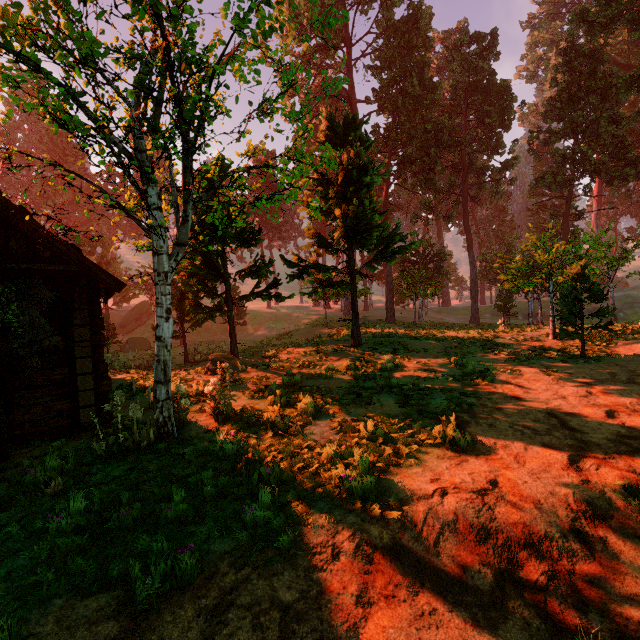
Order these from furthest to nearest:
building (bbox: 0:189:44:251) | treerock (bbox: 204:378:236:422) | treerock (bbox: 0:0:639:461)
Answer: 1. treerock (bbox: 204:378:236:422)
2. building (bbox: 0:189:44:251)
3. treerock (bbox: 0:0:639:461)

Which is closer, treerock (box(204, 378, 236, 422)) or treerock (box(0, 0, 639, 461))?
treerock (box(0, 0, 639, 461))

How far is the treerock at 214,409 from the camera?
7.6 meters

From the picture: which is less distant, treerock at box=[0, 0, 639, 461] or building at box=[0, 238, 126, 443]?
treerock at box=[0, 0, 639, 461]

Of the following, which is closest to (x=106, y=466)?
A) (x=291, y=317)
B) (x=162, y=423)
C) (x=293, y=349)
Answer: (x=162, y=423)

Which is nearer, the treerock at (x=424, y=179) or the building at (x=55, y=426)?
the treerock at (x=424, y=179)

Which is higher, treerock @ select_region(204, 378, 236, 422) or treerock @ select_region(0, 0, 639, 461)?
treerock @ select_region(0, 0, 639, 461)

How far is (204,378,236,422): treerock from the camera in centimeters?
762cm
